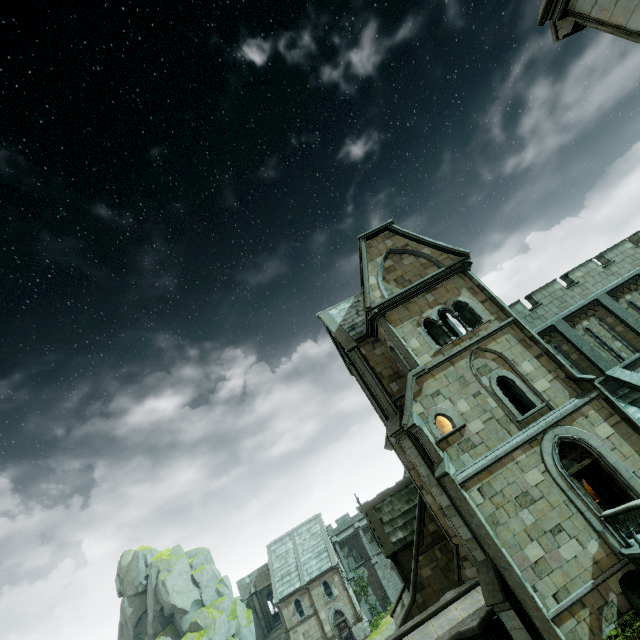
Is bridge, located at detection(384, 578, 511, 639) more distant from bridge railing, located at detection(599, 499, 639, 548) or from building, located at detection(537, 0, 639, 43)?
bridge railing, located at detection(599, 499, 639, 548)

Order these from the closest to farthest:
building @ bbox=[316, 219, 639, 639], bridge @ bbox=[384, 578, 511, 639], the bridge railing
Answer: the bridge railing
building @ bbox=[316, 219, 639, 639]
bridge @ bbox=[384, 578, 511, 639]

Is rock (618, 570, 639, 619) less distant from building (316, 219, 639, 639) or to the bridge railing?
building (316, 219, 639, 639)

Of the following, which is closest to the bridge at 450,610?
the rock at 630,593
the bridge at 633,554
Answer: the rock at 630,593

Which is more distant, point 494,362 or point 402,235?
point 402,235

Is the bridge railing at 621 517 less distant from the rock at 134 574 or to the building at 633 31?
the building at 633 31
